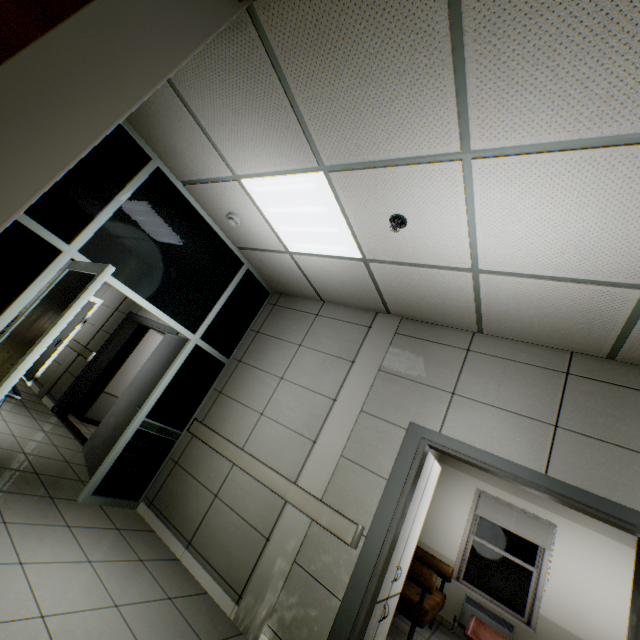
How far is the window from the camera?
5.7 meters

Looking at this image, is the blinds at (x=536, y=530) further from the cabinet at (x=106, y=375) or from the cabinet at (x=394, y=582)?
the cabinet at (x=106, y=375)

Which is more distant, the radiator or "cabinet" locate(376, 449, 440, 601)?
the radiator

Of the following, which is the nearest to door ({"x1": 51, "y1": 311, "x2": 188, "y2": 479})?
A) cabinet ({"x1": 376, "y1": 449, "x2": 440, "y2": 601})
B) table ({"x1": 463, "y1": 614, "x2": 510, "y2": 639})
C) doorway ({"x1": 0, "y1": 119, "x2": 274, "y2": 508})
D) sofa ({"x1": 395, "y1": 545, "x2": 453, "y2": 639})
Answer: doorway ({"x1": 0, "y1": 119, "x2": 274, "y2": 508})

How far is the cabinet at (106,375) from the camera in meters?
6.3

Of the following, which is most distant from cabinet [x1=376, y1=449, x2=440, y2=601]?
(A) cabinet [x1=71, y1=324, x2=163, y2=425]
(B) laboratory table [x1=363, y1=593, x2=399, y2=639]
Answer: (A) cabinet [x1=71, y1=324, x2=163, y2=425]

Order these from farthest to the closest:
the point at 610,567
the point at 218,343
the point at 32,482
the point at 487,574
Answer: the point at 487,574 < the point at 610,567 < the point at 218,343 < the point at 32,482

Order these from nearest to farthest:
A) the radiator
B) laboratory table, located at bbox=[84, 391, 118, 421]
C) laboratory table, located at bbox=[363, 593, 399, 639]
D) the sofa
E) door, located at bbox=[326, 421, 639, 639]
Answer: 1. door, located at bbox=[326, 421, 639, 639]
2. laboratory table, located at bbox=[363, 593, 399, 639]
3. the sofa
4. the radiator
5. laboratory table, located at bbox=[84, 391, 118, 421]
